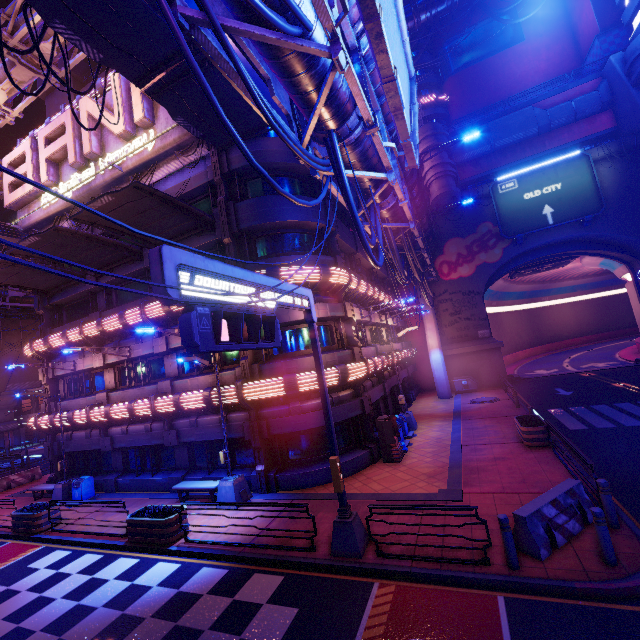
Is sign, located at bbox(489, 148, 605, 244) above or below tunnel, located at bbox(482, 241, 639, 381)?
above

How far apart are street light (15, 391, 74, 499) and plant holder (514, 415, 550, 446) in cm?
2263

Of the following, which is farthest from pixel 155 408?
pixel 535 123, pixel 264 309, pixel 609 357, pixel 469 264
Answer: pixel 609 357

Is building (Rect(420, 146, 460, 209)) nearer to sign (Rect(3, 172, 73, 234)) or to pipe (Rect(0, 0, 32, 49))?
pipe (Rect(0, 0, 32, 49))

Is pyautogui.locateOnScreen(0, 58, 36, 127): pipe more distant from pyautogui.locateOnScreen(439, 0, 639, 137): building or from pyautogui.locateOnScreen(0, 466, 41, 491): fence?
pyautogui.locateOnScreen(0, 466, 41, 491): fence

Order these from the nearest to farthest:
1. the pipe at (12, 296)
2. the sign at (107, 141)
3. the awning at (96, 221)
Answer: the awning at (96, 221)
the sign at (107, 141)
the pipe at (12, 296)

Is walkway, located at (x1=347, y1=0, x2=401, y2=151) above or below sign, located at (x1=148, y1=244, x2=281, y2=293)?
above

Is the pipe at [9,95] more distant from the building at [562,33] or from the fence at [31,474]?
the fence at [31,474]
